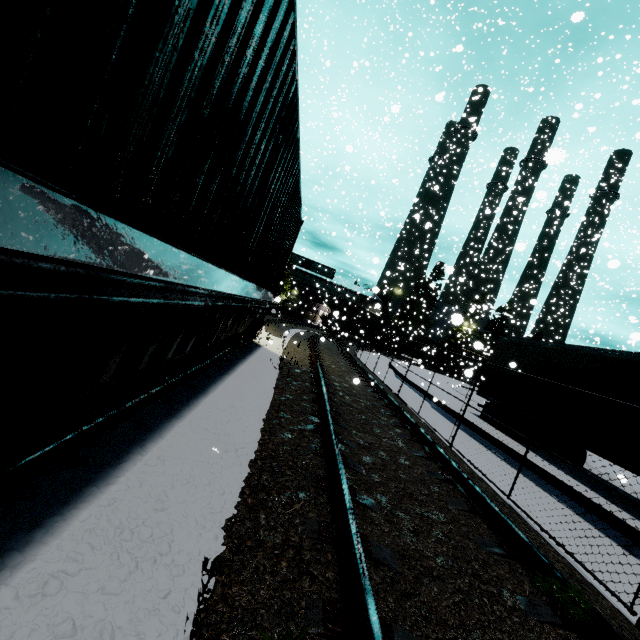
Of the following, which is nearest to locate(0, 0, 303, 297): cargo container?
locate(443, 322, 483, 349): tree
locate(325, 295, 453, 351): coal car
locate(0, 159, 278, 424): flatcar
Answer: locate(0, 159, 278, 424): flatcar

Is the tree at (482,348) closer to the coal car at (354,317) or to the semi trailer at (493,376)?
the coal car at (354,317)

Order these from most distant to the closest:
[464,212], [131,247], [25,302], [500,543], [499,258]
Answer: [499,258] → [464,212] → [500,543] → [131,247] → [25,302]

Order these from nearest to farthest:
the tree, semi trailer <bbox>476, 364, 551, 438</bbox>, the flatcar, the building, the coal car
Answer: the flatcar < the tree < semi trailer <bbox>476, 364, 551, 438</bbox> < the coal car < the building

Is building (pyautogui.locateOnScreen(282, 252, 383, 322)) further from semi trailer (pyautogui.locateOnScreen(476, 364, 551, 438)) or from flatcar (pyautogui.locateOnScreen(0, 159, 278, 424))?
flatcar (pyautogui.locateOnScreen(0, 159, 278, 424))

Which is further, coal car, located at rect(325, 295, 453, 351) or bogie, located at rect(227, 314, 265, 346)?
coal car, located at rect(325, 295, 453, 351)

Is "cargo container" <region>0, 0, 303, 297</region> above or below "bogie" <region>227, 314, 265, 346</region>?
above

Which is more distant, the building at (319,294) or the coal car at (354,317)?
the building at (319,294)
